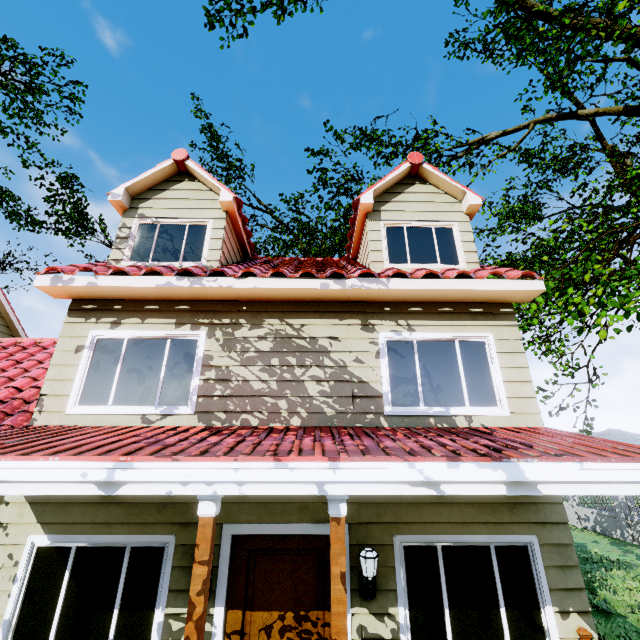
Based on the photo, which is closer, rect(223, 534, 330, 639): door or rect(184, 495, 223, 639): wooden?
rect(184, 495, 223, 639): wooden

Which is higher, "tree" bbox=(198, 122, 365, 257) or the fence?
"tree" bbox=(198, 122, 365, 257)

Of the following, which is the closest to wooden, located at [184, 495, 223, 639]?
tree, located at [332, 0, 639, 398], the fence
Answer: the fence

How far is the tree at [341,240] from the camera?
17.3 meters

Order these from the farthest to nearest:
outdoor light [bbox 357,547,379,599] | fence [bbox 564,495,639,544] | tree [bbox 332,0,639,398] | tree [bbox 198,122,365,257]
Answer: tree [bbox 198,122,365,257], fence [bbox 564,495,639,544], tree [bbox 332,0,639,398], outdoor light [bbox 357,547,379,599]

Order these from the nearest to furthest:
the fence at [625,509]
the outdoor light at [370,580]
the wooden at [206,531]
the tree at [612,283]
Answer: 1. the wooden at [206,531]
2. the outdoor light at [370,580]
3. the tree at [612,283]
4. the fence at [625,509]

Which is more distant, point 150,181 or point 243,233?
point 243,233

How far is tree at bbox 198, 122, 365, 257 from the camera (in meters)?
17.31
